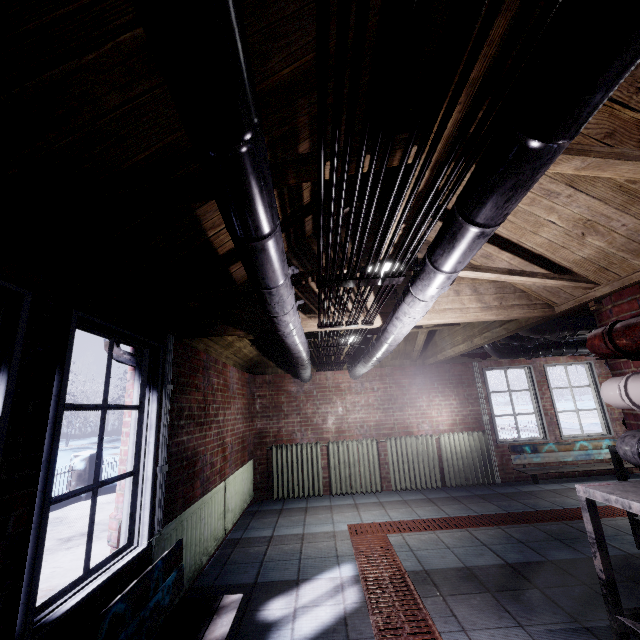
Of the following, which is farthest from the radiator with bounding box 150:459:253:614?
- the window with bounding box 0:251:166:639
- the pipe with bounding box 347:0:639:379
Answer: the pipe with bounding box 347:0:639:379

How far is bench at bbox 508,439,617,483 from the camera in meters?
4.9

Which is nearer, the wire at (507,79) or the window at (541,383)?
the wire at (507,79)

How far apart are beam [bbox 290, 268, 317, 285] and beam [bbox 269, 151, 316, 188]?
0.2 meters

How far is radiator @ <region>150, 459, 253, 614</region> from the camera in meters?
2.2

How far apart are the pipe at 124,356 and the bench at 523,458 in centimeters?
528cm

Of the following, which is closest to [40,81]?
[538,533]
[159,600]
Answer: [159,600]

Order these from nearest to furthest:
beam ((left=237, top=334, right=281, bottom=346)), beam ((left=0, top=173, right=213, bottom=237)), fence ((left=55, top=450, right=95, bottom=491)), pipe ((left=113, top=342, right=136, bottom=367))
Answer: beam ((left=0, top=173, right=213, bottom=237)), pipe ((left=113, top=342, right=136, bottom=367)), beam ((left=237, top=334, right=281, bottom=346)), fence ((left=55, top=450, right=95, bottom=491))
